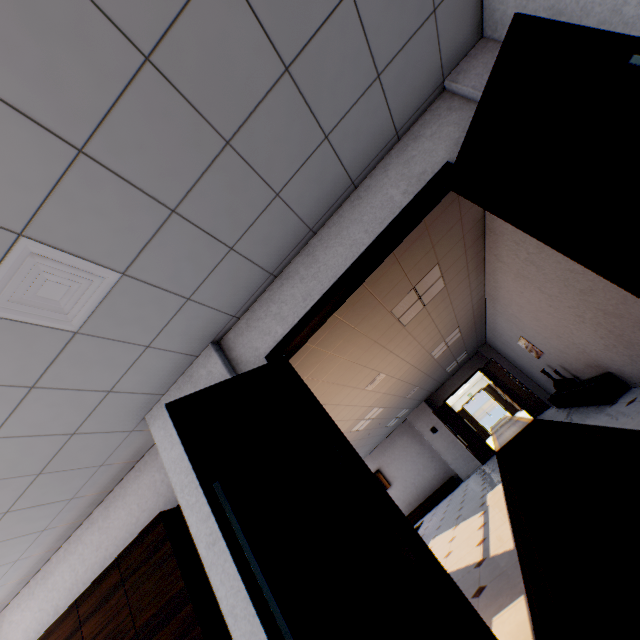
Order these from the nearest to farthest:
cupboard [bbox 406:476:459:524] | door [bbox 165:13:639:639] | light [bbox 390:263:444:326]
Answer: door [bbox 165:13:639:639]
light [bbox 390:263:444:326]
cupboard [bbox 406:476:459:524]

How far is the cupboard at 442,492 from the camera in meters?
12.0 m

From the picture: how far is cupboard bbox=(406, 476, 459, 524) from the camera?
11.97m

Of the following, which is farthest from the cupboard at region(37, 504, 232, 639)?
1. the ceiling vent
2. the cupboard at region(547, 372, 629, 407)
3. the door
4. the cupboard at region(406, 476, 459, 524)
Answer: the cupboard at region(406, 476, 459, 524)

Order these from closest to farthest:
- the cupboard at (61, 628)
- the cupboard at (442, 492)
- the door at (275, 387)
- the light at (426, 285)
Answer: the door at (275, 387) < the cupboard at (61, 628) < the light at (426, 285) < the cupboard at (442, 492)

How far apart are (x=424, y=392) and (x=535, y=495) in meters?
7.4

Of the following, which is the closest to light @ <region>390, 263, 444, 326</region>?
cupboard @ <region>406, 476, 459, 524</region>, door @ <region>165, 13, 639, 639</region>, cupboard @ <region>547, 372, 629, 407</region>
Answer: door @ <region>165, 13, 639, 639</region>

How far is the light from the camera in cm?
482
